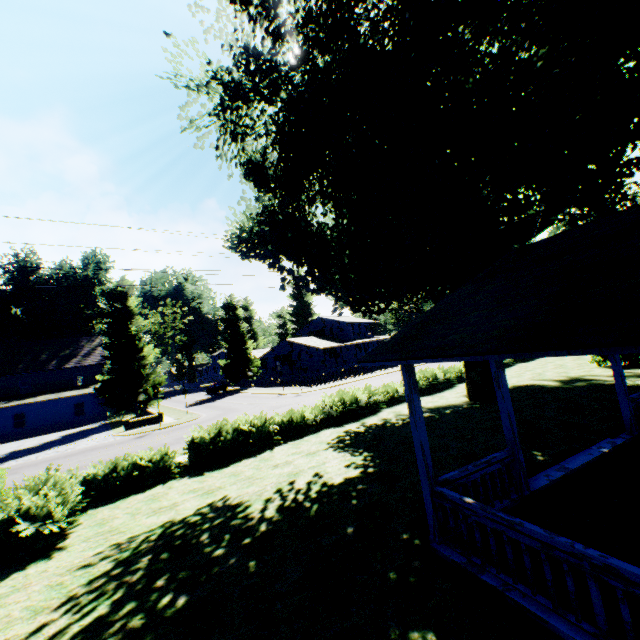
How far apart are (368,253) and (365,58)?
12.8m

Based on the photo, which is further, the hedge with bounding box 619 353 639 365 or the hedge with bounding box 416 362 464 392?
the hedge with bounding box 416 362 464 392

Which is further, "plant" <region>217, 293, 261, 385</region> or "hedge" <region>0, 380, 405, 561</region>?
"plant" <region>217, 293, 261, 385</region>

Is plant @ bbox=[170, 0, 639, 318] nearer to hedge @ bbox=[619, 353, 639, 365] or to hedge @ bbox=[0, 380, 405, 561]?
hedge @ bbox=[0, 380, 405, 561]

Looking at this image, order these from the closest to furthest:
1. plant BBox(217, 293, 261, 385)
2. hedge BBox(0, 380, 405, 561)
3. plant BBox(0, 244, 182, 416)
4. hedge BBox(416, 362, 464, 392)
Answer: hedge BBox(0, 380, 405, 561), hedge BBox(416, 362, 464, 392), plant BBox(0, 244, 182, 416), plant BBox(217, 293, 261, 385)

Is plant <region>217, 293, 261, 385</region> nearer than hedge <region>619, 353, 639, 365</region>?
No

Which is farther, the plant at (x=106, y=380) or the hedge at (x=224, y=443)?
the plant at (x=106, y=380)

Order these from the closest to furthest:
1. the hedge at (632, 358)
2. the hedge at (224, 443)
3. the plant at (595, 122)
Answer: the hedge at (224, 443) → the plant at (595, 122) → the hedge at (632, 358)
